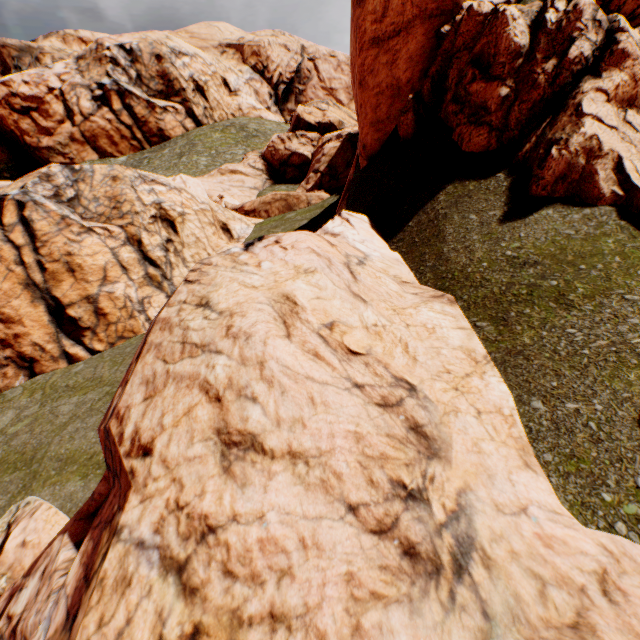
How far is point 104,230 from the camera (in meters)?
14.88
